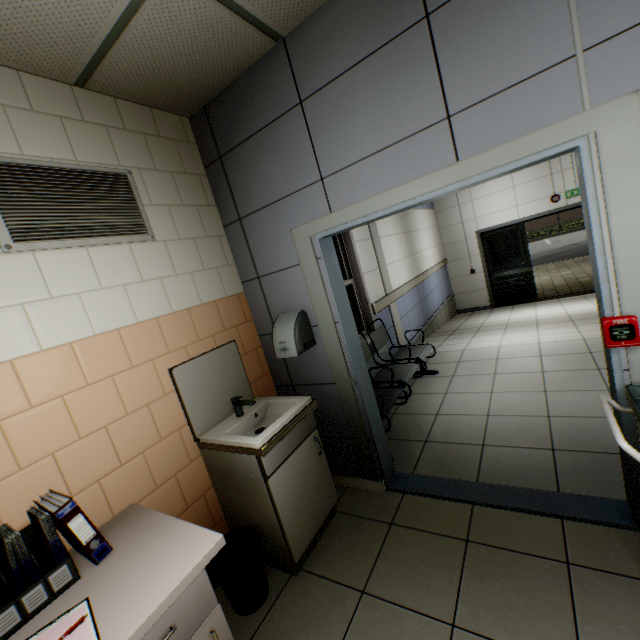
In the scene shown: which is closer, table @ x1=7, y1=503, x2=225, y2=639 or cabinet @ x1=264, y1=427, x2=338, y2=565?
table @ x1=7, y1=503, x2=225, y2=639

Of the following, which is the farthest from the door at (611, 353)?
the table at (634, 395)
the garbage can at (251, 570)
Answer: the garbage can at (251, 570)

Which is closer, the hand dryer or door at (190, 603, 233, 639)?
door at (190, 603, 233, 639)

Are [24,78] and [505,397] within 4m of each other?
no

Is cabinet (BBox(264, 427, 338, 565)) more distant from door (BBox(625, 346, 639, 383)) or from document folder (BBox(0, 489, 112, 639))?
document folder (BBox(0, 489, 112, 639))

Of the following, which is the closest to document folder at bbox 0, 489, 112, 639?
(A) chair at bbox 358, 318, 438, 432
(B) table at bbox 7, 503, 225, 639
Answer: (B) table at bbox 7, 503, 225, 639

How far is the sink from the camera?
2.0 meters

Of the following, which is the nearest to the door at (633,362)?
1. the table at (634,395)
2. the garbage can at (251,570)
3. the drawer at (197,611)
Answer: the table at (634,395)
